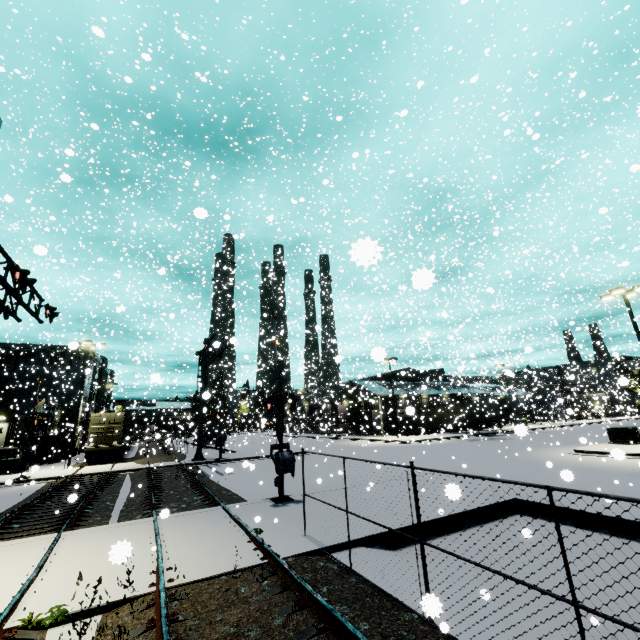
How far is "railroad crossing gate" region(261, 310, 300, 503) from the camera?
11.5 meters

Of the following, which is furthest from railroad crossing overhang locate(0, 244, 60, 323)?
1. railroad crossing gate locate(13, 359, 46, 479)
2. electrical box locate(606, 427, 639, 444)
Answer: electrical box locate(606, 427, 639, 444)

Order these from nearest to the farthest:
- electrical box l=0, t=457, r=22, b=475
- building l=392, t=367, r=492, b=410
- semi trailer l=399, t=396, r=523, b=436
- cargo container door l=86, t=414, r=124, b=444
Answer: electrical box l=0, t=457, r=22, b=475
cargo container door l=86, t=414, r=124, b=444
semi trailer l=399, t=396, r=523, b=436
building l=392, t=367, r=492, b=410

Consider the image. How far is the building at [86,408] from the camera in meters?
42.2 m

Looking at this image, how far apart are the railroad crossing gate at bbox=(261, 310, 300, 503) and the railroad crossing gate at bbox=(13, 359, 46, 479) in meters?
13.6 m

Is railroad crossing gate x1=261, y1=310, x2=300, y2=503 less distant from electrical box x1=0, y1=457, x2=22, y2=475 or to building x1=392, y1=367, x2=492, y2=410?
building x1=392, y1=367, x2=492, y2=410

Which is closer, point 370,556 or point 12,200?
point 12,200

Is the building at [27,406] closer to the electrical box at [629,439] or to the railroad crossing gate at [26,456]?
the railroad crossing gate at [26,456]
